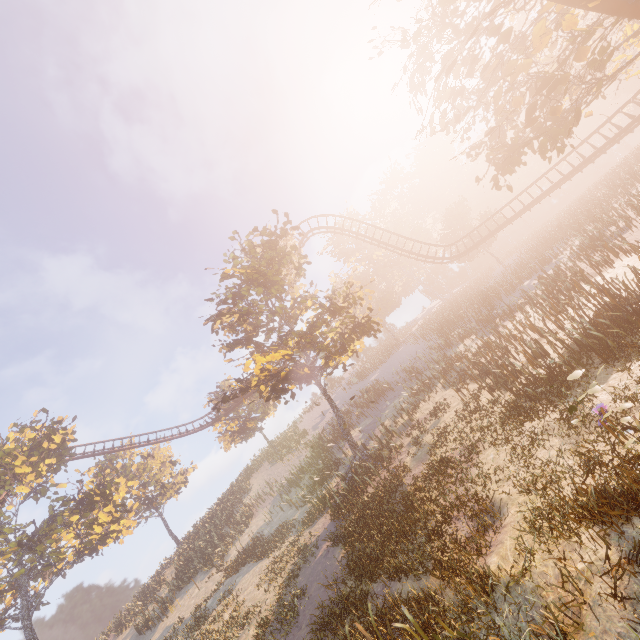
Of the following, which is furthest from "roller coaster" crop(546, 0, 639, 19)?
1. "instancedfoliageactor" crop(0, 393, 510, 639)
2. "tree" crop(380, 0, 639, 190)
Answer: "instancedfoliageactor" crop(0, 393, 510, 639)

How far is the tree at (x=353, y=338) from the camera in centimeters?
1720cm

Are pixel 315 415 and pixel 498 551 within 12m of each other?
no

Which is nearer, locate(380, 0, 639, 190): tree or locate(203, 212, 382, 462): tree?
locate(380, 0, 639, 190): tree

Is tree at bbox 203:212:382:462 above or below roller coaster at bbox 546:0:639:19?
above

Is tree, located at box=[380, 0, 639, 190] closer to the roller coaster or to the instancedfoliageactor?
the roller coaster

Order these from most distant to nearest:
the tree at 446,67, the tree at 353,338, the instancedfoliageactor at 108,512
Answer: the tree at 353,338 < the tree at 446,67 < the instancedfoliageactor at 108,512
